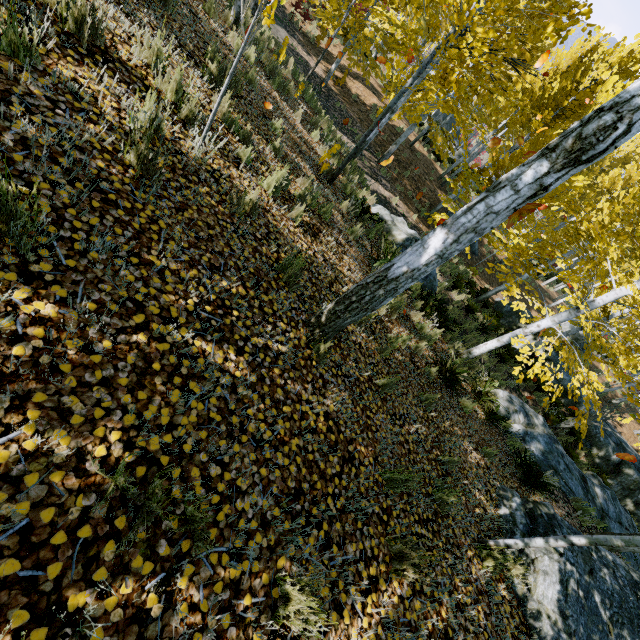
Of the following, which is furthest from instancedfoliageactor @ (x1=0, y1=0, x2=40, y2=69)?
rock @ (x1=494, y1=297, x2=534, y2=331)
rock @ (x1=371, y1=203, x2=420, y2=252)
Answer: rock @ (x1=494, y1=297, x2=534, y2=331)

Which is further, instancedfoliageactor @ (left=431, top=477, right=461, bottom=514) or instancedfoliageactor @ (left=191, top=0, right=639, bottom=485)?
instancedfoliageactor @ (left=431, top=477, right=461, bottom=514)

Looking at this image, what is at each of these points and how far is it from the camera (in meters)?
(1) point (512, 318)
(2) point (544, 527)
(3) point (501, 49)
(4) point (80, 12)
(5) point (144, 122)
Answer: (1) rock, 17.34
(2) rock, 4.86
(3) instancedfoliageactor, 4.51
(4) instancedfoliageactor, 2.77
(5) instancedfoliageactor, 2.94

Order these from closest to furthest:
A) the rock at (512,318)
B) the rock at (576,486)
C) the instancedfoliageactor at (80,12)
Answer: the instancedfoliageactor at (80,12), the rock at (576,486), the rock at (512,318)

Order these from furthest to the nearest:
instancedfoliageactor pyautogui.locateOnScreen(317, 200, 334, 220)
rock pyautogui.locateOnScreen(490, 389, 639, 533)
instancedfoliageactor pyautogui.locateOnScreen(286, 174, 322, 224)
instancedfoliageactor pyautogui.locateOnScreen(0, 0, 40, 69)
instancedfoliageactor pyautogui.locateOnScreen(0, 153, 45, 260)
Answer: rock pyautogui.locateOnScreen(490, 389, 639, 533) < instancedfoliageactor pyautogui.locateOnScreen(317, 200, 334, 220) < instancedfoliageactor pyautogui.locateOnScreen(286, 174, 322, 224) < instancedfoliageactor pyautogui.locateOnScreen(0, 0, 40, 69) < instancedfoliageactor pyautogui.locateOnScreen(0, 153, 45, 260)

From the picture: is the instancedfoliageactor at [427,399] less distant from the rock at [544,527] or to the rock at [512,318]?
the rock at [544,527]

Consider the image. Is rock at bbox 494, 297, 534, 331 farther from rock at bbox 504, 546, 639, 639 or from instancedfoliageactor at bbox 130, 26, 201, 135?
instancedfoliageactor at bbox 130, 26, 201, 135
